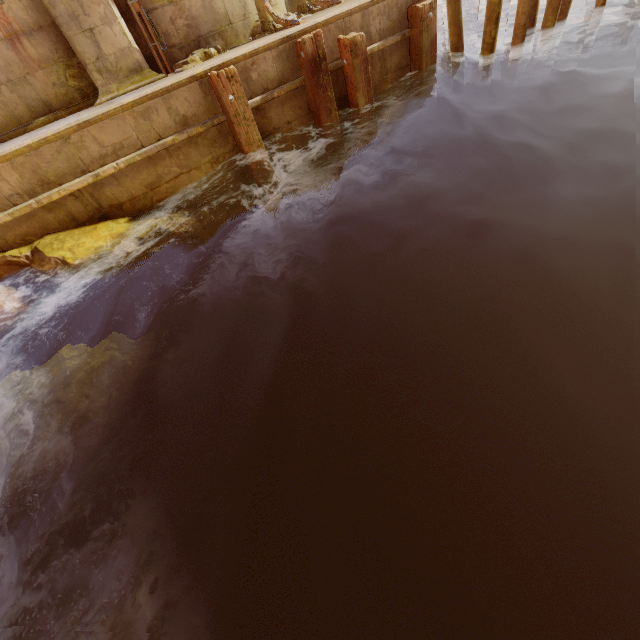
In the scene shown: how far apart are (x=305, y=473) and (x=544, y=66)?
9.6m

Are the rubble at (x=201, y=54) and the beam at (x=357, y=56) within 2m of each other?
no

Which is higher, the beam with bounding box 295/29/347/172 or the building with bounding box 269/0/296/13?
the building with bounding box 269/0/296/13

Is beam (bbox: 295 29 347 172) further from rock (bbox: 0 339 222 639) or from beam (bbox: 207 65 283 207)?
rock (bbox: 0 339 222 639)

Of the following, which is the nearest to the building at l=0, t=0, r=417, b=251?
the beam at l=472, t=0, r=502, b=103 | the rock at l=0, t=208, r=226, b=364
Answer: the rock at l=0, t=208, r=226, b=364

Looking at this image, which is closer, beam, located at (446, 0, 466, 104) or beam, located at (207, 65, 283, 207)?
beam, located at (207, 65, 283, 207)

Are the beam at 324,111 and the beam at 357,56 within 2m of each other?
yes

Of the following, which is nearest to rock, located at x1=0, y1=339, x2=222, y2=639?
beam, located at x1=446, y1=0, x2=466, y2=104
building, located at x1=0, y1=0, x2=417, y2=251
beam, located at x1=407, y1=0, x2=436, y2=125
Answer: building, located at x1=0, y1=0, x2=417, y2=251
